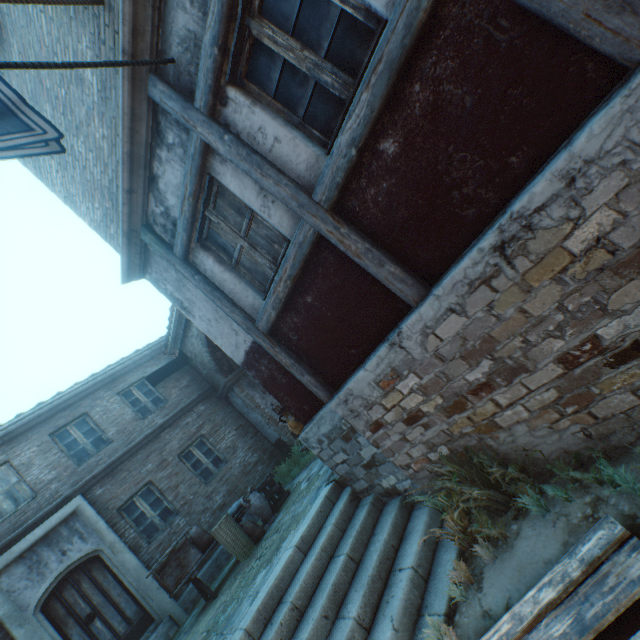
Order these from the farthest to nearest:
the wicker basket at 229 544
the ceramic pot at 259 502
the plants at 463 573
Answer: the ceramic pot at 259 502, the wicker basket at 229 544, the plants at 463 573

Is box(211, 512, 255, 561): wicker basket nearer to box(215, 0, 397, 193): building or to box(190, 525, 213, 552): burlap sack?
box(190, 525, 213, 552): burlap sack

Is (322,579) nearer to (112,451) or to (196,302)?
(196,302)

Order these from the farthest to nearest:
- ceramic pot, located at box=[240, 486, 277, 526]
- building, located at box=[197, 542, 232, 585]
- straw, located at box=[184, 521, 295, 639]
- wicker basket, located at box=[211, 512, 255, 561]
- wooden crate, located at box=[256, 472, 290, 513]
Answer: building, located at box=[197, 542, 232, 585], wooden crate, located at box=[256, 472, 290, 513], ceramic pot, located at box=[240, 486, 277, 526], wicker basket, located at box=[211, 512, 255, 561], straw, located at box=[184, 521, 295, 639]

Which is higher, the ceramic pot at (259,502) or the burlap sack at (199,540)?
the burlap sack at (199,540)

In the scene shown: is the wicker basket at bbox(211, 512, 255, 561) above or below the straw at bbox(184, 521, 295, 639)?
above

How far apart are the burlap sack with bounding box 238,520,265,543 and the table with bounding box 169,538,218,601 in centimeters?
27cm

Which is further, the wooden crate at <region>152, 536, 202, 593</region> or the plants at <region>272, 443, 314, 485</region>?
the plants at <region>272, 443, 314, 485</region>
